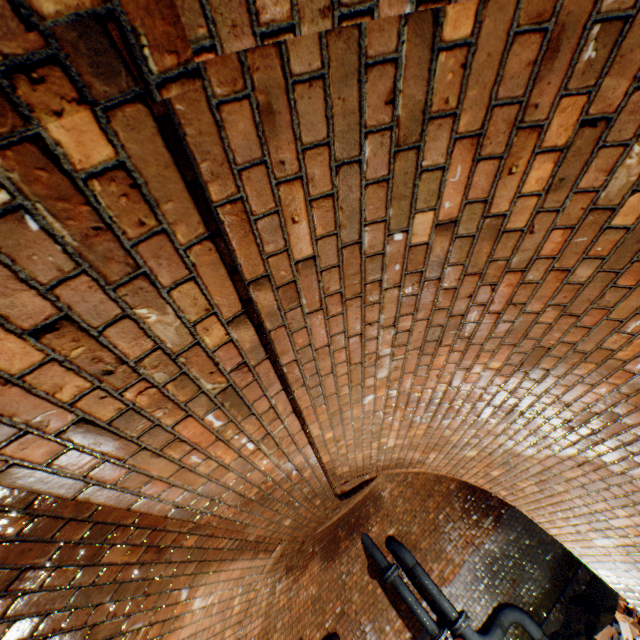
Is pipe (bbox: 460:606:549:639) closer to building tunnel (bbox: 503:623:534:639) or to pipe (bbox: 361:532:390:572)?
building tunnel (bbox: 503:623:534:639)

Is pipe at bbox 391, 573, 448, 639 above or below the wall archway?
below

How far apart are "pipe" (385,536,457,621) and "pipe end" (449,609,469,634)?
0.0 meters

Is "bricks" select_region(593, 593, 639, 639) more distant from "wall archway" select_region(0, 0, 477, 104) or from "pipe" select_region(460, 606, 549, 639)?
"wall archway" select_region(0, 0, 477, 104)

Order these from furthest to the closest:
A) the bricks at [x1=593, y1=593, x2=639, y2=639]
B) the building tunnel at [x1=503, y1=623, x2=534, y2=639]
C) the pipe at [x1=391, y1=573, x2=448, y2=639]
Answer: the building tunnel at [x1=503, y1=623, x2=534, y2=639] → the pipe at [x1=391, y1=573, x2=448, y2=639] → the bricks at [x1=593, y1=593, x2=639, y2=639]

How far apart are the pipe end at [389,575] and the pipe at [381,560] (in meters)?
0.09

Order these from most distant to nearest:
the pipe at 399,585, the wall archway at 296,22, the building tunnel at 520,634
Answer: the building tunnel at 520,634
the pipe at 399,585
the wall archway at 296,22

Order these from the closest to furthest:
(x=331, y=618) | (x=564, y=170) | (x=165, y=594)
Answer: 1. (x=564, y=170)
2. (x=165, y=594)
3. (x=331, y=618)
